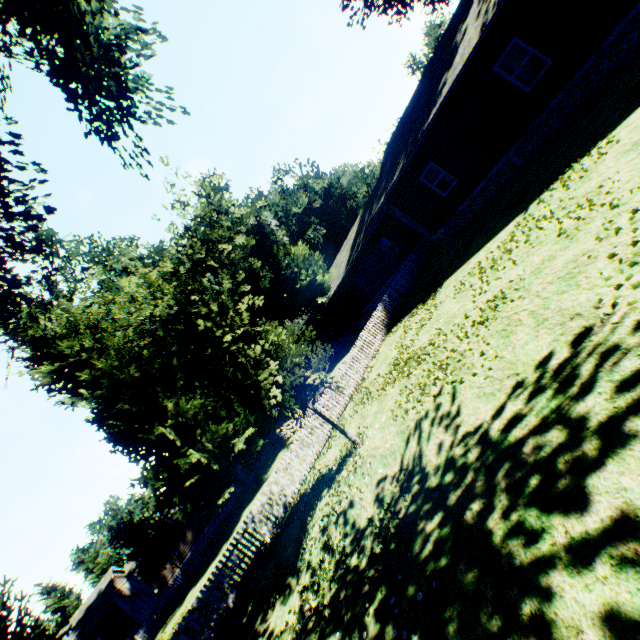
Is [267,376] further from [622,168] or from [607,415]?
[622,168]

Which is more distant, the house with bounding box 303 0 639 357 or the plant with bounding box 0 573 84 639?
the plant with bounding box 0 573 84 639

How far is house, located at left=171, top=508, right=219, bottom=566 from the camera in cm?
3359

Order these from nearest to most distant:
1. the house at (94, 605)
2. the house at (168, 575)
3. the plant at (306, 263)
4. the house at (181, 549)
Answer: the plant at (306, 263)
the house at (94, 605)
the house at (168, 575)
the house at (181, 549)

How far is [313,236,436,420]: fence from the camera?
15.4 meters

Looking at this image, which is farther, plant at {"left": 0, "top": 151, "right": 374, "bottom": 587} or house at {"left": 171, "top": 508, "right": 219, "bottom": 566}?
house at {"left": 171, "top": 508, "right": 219, "bottom": 566}

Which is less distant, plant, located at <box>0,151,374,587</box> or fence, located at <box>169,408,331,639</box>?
plant, located at <box>0,151,374,587</box>

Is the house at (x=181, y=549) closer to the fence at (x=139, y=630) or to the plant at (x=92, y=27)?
the fence at (x=139, y=630)
